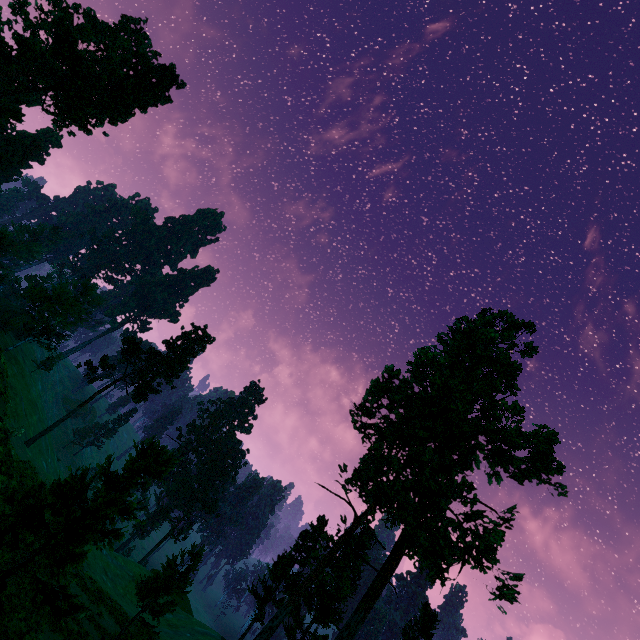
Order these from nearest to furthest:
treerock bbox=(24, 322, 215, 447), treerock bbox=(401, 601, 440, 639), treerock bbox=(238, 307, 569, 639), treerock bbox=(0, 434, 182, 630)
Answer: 1. treerock bbox=(0, 434, 182, 630)
2. treerock bbox=(238, 307, 569, 639)
3. treerock bbox=(401, 601, 440, 639)
4. treerock bbox=(24, 322, 215, 447)

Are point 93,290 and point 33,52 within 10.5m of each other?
no

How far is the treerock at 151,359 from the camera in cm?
3928

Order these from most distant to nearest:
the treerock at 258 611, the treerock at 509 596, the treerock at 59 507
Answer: the treerock at 258 611
the treerock at 509 596
the treerock at 59 507

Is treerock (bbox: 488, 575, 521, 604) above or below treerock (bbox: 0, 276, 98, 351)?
above

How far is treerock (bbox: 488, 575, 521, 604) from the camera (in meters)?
15.70

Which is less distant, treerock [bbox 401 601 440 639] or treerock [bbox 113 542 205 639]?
treerock [bbox 113 542 205 639]
